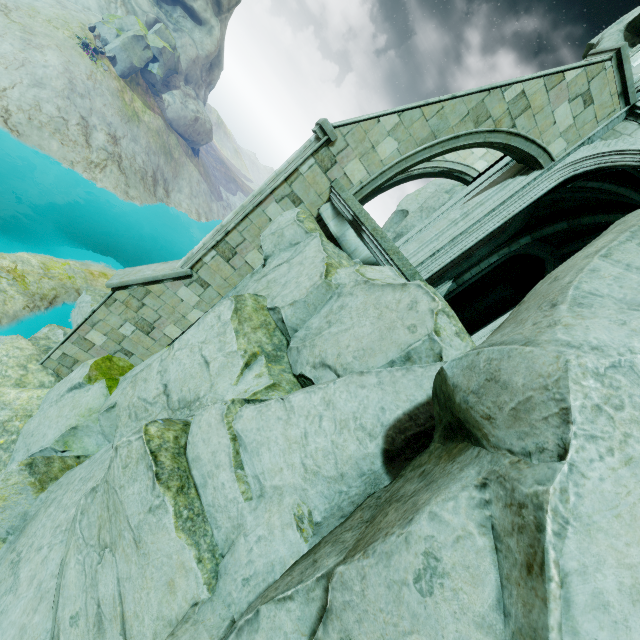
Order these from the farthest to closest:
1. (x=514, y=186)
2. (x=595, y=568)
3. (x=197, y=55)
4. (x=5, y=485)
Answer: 1. (x=197, y=55)
2. (x=514, y=186)
3. (x=5, y=485)
4. (x=595, y=568)

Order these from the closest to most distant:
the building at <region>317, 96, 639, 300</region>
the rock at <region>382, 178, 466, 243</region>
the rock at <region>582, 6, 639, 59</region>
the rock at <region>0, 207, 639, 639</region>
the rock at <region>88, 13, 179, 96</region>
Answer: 1. the rock at <region>0, 207, 639, 639</region>
2. the building at <region>317, 96, 639, 300</region>
3. the rock at <region>582, 6, 639, 59</region>
4. the rock at <region>382, 178, 466, 243</region>
5. the rock at <region>88, 13, 179, 96</region>

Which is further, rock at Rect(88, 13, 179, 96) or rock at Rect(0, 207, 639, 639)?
rock at Rect(88, 13, 179, 96)

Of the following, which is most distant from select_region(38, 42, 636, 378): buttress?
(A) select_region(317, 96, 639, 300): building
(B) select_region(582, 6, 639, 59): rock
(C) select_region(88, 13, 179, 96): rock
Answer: (C) select_region(88, 13, 179, 96): rock

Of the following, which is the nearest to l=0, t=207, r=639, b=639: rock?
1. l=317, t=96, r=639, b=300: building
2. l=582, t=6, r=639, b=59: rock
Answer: l=317, t=96, r=639, b=300: building

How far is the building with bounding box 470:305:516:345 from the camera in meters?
7.3

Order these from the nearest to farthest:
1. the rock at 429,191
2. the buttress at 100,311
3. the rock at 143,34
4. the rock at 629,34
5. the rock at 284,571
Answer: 1. the rock at 284,571
2. the buttress at 100,311
3. the rock at 629,34
4. the rock at 429,191
5. the rock at 143,34

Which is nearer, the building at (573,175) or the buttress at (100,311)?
the building at (573,175)
